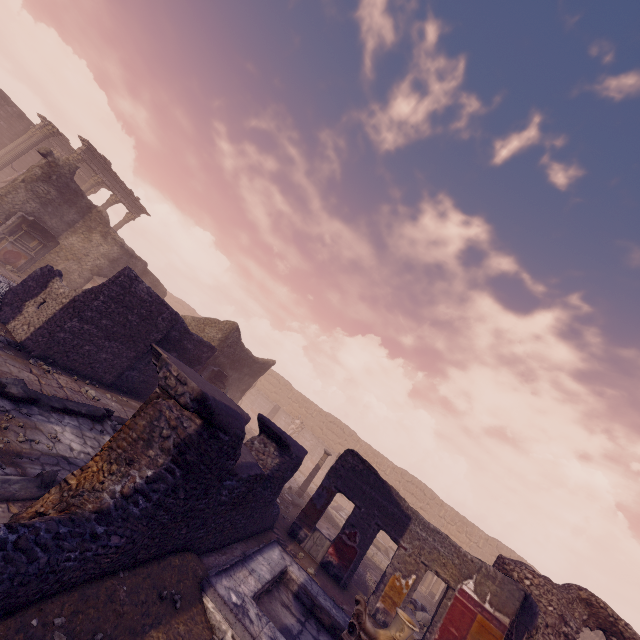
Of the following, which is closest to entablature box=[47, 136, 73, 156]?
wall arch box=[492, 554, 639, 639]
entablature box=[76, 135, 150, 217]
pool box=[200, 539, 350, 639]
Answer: entablature box=[76, 135, 150, 217]

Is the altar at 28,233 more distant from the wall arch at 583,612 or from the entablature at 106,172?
the wall arch at 583,612

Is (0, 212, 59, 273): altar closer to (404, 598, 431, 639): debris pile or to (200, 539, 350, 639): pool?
(200, 539, 350, 639): pool

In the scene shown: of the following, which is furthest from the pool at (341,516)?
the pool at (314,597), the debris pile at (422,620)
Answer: the pool at (314,597)

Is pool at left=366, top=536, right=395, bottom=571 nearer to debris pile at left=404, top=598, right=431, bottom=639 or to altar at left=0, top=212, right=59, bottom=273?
debris pile at left=404, top=598, right=431, bottom=639

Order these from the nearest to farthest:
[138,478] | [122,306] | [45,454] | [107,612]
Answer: [107,612] < [138,478] < [45,454] < [122,306]

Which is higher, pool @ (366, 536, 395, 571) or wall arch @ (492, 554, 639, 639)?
wall arch @ (492, 554, 639, 639)

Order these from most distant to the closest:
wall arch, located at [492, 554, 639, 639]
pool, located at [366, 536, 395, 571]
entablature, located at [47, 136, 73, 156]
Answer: entablature, located at [47, 136, 73, 156] < pool, located at [366, 536, 395, 571] < wall arch, located at [492, 554, 639, 639]
